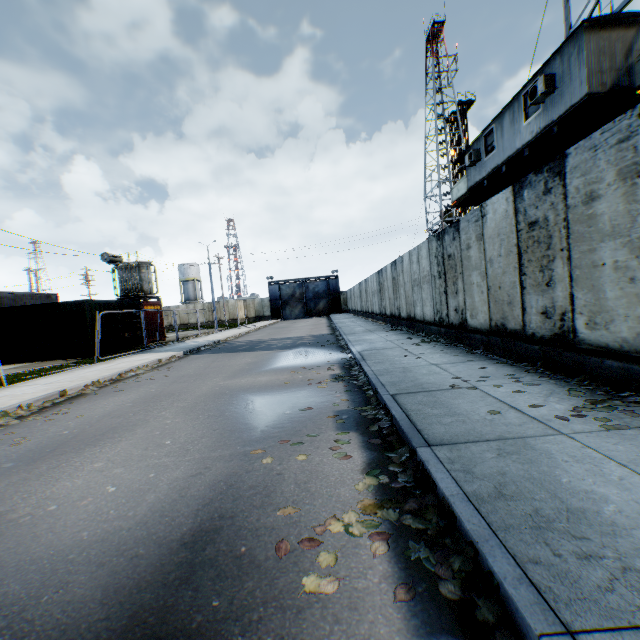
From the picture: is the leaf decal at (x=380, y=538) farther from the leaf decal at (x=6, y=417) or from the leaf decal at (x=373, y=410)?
the leaf decal at (x=6, y=417)

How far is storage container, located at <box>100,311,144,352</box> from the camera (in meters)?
17.77

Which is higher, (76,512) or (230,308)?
(230,308)

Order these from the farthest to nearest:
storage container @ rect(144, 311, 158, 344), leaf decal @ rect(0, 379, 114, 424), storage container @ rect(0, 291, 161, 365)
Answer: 1. storage container @ rect(144, 311, 158, 344)
2. storage container @ rect(0, 291, 161, 365)
3. leaf decal @ rect(0, 379, 114, 424)

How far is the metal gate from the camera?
50.03m

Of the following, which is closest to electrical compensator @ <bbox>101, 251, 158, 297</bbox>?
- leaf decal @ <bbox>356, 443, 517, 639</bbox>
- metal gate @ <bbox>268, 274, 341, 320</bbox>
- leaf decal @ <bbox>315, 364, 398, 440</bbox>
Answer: leaf decal @ <bbox>315, 364, 398, 440</bbox>

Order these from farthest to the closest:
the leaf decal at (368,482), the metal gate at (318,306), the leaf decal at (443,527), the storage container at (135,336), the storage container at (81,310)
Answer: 1. the metal gate at (318,306)
2. the storage container at (135,336)
3. the storage container at (81,310)
4. the leaf decal at (368,482)
5. the leaf decal at (443,527)

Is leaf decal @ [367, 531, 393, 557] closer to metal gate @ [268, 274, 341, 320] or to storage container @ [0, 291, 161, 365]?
storage container @ [0, 291, 161, 365]
